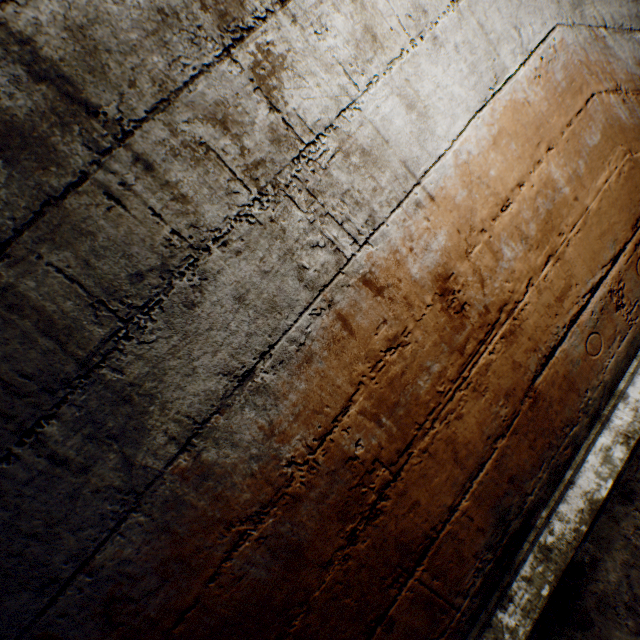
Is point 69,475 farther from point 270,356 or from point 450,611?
point 450,611
